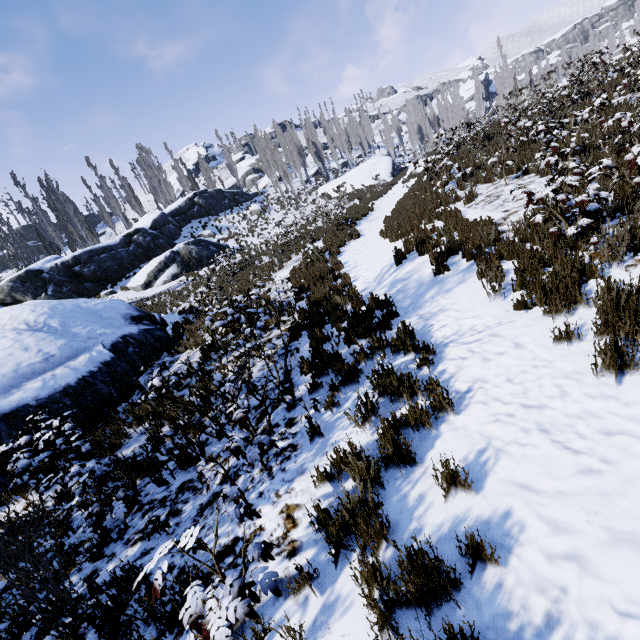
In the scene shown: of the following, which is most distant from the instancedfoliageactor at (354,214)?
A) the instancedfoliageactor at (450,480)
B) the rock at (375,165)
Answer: the instancedfoliageactor at (450,480)

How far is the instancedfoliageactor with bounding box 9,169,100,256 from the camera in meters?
29.9 m

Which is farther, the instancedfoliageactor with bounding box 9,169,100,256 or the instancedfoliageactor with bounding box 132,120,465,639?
the instancedfoliageactor with bounding box 9,169,100,256

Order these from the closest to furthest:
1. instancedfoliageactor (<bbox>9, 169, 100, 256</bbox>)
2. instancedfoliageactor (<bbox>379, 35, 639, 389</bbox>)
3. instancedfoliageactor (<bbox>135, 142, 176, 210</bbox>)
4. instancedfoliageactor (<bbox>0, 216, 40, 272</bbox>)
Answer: instancedfoliageactor (<bbox>379, 35, 639, 389</bbox>)
instancedfoliageactor (<bbox>9, 169, 100, 256</bbox>)
instancedfoliageactor (<bbox>0, 216, 40, 272</bbox>)
instancedfoliageactor (<bbox>135, 142, 176, 210</bbox>)

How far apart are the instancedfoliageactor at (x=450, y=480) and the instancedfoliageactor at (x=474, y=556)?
0.4 meters

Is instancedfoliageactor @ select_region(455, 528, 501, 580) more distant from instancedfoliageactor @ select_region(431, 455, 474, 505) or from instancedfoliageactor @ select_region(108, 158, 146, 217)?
instancedfoliageactor @ select_region(108, 158, 146, 217)

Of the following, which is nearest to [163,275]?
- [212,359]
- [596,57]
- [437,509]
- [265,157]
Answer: [212,359]
